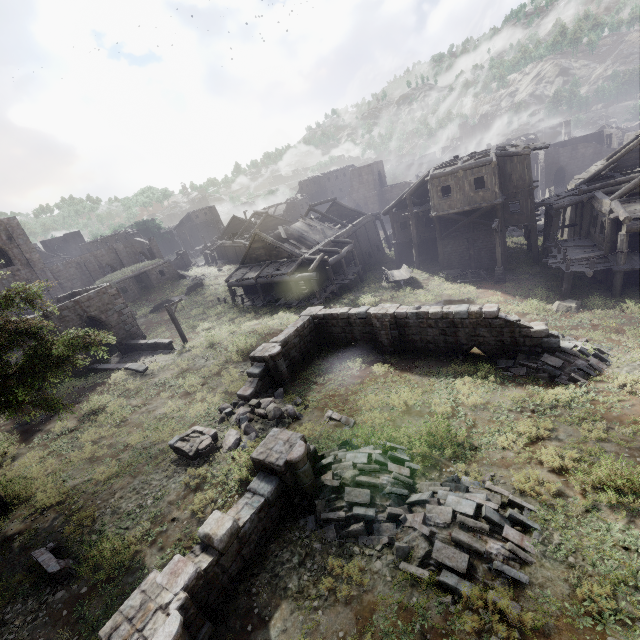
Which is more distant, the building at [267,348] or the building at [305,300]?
the building at [305,300]

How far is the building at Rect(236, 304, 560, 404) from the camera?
14.43m

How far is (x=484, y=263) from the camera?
28.3m

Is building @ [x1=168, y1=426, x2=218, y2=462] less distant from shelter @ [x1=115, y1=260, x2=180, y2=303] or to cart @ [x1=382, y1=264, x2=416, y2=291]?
cart @ [x1=382, y1=264, x2=416, y2=291]

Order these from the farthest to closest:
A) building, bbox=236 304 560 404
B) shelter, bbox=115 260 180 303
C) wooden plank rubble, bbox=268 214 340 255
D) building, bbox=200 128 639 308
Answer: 1. shelter, bbox=115 260 180 303
2. wooden plank rubble, bbox=268 214 340 255
3. building, bbox=200 128 639 308
4. building, bbox=236 304 560 404

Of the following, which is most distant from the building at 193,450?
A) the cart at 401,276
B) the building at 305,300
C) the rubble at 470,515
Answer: the cart at 401,276

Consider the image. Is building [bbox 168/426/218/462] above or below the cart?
above

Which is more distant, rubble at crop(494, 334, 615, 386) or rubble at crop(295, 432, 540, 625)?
rubble at crop(494, 334, 615, 386)
